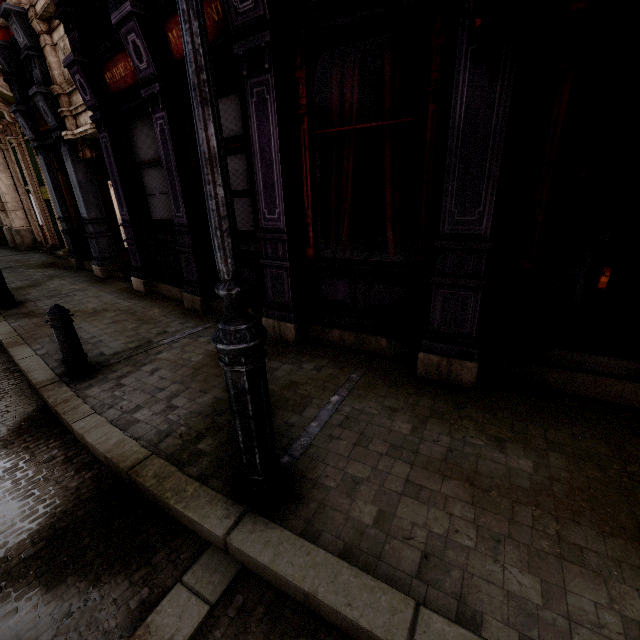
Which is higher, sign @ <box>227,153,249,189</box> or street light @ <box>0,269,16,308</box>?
sign @ <box>227,153,249,189</box>

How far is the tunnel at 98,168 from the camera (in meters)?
8.52

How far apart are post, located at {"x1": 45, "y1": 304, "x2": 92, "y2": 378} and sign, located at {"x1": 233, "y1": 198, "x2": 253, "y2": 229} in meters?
2.7 m

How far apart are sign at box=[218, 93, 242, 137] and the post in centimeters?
333cm

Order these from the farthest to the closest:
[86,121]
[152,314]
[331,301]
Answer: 1. [86,121]
2. [152,314]
3. [331,301]

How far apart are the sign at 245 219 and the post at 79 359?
2.68m

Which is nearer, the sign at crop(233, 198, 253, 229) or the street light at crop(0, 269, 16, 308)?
the sign at crop(233, 198, 253, 229)

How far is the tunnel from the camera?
8.5m
